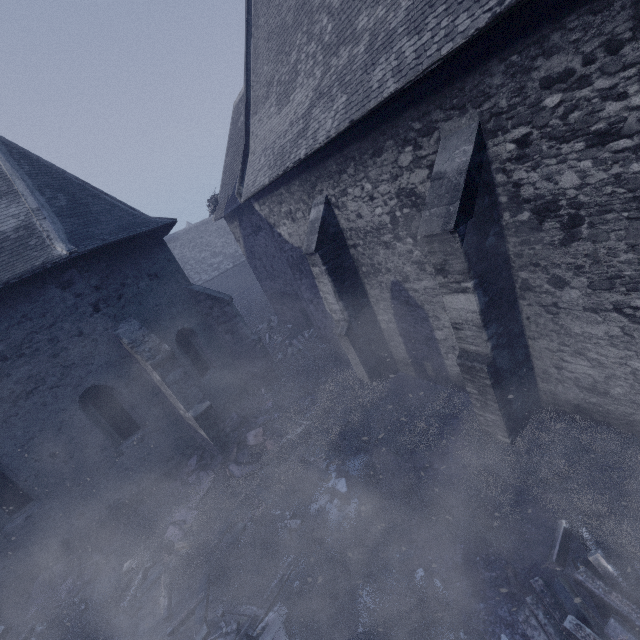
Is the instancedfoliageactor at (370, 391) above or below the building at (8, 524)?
below

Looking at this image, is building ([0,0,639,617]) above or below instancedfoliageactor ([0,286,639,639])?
above

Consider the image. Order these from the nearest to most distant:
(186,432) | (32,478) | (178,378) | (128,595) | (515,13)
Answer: (515,13), (128,595), (32,478), (178,378), (186,432)
